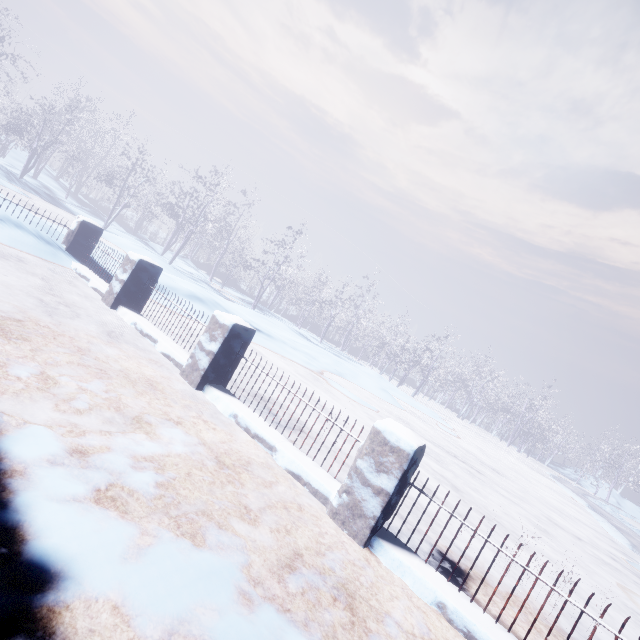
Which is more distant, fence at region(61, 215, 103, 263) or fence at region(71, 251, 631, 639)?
fence at region(61, 215, 103, 263)

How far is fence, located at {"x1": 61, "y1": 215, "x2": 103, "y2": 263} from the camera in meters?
6.3

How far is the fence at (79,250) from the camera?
6.3m

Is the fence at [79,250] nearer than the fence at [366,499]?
No

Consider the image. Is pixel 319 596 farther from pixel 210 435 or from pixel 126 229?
pixel 126 229
